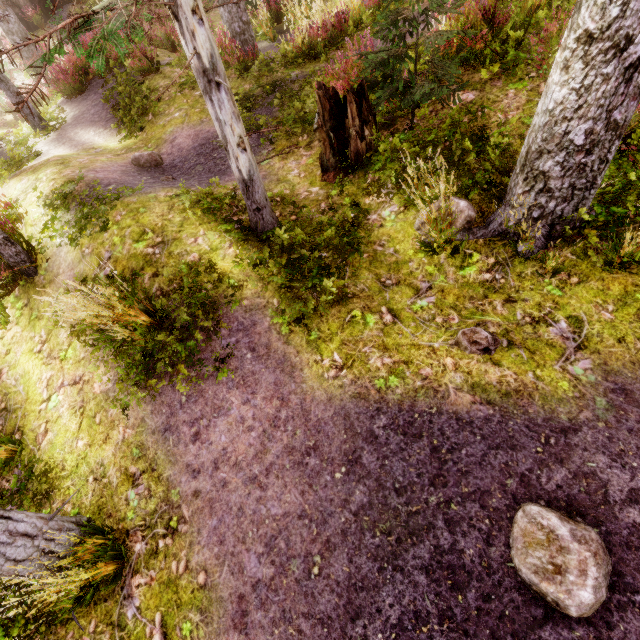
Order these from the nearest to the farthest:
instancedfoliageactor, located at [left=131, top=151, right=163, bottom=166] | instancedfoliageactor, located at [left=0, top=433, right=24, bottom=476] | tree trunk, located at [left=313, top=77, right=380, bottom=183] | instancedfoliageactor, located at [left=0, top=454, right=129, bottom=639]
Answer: instancedfoliageactor, located at [left=0, top=454, right=129, bottom=639], instancedfoliageactor, located at [left=0, top=433, right=24, bottom=476], tree trunk, located at [left=313, top=77, right=380, bottom=183], instancedfoliageactor, located at [left=131, top=151, right=163, bottom=166]

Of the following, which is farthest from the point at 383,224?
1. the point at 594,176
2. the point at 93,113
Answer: the point at 93,113

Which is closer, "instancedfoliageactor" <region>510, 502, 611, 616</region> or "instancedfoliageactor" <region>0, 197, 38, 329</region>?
"instancedfoliageactor" <region>510, 502, 611, 616</region>

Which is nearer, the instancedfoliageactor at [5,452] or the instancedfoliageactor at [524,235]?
the instancedfoliageactor at [524,235]

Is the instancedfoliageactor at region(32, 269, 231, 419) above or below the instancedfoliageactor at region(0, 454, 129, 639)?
above

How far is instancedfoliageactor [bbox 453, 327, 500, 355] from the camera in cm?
357

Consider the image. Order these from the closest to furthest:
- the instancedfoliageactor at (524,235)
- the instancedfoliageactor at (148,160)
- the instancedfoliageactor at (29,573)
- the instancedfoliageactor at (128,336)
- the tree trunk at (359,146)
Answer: the instancedfoliageactor at (524,235) → the instancedfoliageactor at (29,573) → the instancedfoliageactor at (128,336) → the tree trunk at (359,146) → the instancedfoliageactor at (148,160)
